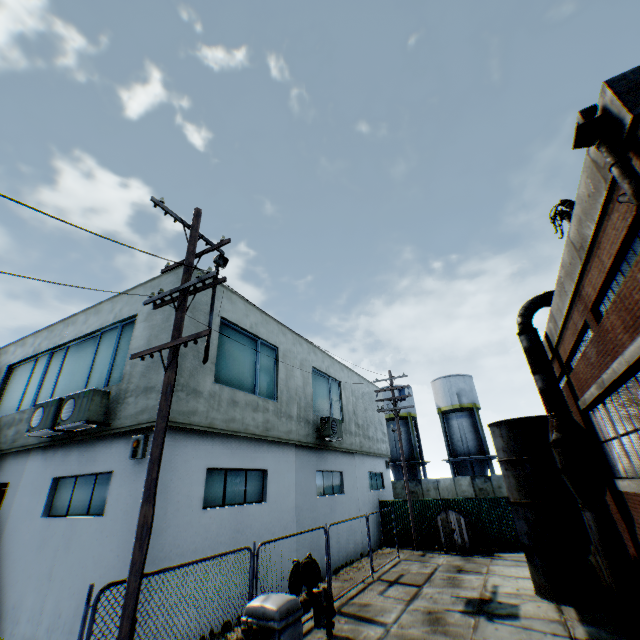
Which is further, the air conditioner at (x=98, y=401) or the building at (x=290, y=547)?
the building at (x=290, y=547)

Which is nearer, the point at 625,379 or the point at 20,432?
the point at 625,379

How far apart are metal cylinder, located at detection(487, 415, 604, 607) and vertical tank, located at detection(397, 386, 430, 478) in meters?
20.4

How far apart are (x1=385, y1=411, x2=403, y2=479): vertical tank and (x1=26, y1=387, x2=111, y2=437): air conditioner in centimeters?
2830cm

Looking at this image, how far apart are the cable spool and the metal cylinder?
6.09m

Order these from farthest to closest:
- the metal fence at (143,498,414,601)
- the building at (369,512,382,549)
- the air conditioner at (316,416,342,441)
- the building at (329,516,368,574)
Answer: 1. the building at (369,512,382,549)
2. the air conditioner at (316,416,342,441)
3. the building at (329,516,368,574)
4. the metal fence at (143,498,414,601)

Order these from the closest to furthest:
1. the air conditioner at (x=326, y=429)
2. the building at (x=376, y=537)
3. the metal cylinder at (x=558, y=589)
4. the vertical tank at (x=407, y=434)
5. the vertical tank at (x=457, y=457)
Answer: the metal cylinder at (x=558, y=589), the air conditioner at (x=326, y=429), the building at (x=376, y=537), the vertical tank at (x=457, y=457), the vertical tank at (x=407, y=434)

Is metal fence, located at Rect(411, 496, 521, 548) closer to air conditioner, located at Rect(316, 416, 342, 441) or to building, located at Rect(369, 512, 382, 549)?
building, located at Rect(369, 512, 382, 549)
